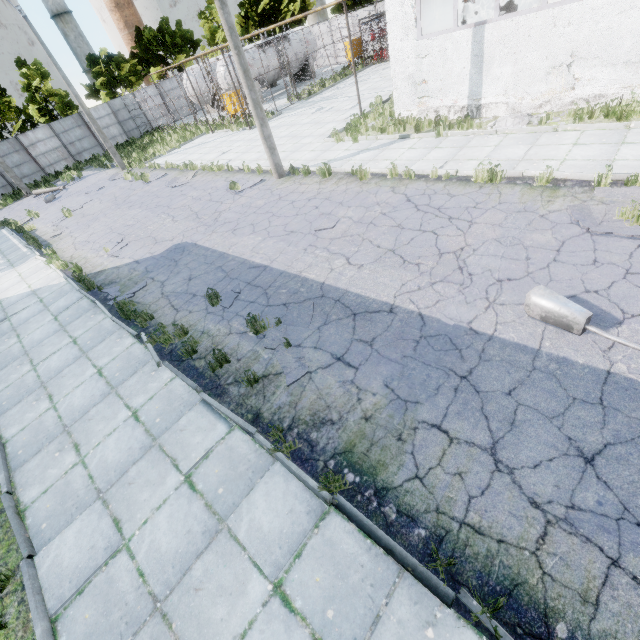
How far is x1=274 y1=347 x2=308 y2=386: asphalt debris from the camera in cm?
542

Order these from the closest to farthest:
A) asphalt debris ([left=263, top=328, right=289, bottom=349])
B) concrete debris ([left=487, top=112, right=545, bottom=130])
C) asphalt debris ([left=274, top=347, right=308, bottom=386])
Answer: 1. asphalt debris ([left=274, top=347, right=308, bottom=386])
2. asphalt debris ([left=263, top=328, right=289, bottom=349])
3. concrete debris ([left=487, top=112, right=545, bottom=130])

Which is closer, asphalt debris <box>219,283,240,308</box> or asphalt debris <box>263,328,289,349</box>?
asphalt debris <box>263,328,289,349</box>

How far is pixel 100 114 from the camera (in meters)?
31.73

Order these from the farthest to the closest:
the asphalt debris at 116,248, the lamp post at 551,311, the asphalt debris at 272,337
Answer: the asphalt debris at 116,248
the asphalt debris at 272,337
the lamp post at 551,311

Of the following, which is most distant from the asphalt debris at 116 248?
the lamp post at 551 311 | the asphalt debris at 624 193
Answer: the asphalt debris at 624 193

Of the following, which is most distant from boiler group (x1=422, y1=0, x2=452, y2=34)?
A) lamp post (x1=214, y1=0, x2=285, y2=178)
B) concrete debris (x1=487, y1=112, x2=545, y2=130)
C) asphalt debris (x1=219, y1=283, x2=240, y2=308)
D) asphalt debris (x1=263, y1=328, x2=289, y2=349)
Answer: asphalt debris (x1=263, y1=328, x2=289, y2=349)
